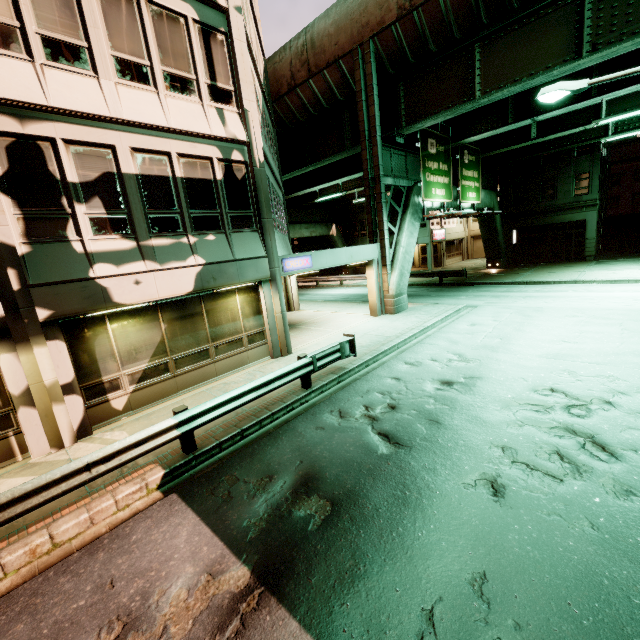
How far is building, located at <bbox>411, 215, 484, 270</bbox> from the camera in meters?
36.4 m

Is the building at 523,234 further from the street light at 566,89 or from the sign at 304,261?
the sign at 304,261

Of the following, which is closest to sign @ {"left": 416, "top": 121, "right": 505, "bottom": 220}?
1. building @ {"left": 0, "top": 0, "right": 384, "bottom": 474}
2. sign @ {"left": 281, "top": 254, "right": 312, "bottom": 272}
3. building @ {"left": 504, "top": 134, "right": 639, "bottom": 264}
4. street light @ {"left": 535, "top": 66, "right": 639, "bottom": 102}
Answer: building @ {"left": 0, "top": 0, "right": 384, "bottom": 474}

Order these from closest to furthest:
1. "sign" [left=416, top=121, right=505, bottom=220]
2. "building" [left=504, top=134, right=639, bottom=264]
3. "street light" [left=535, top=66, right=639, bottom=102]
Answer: "street light" [left=535, top=66, right=639, bottom=102] → "sign" [left=416, top=121, right=505, bottom=220] → "building" [left=504, top=134, right=639, bottom=264]

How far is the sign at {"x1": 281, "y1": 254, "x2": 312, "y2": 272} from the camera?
12.0m

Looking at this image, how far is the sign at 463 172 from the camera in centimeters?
1738cm

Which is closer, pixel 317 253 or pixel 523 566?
pixel 523 566
